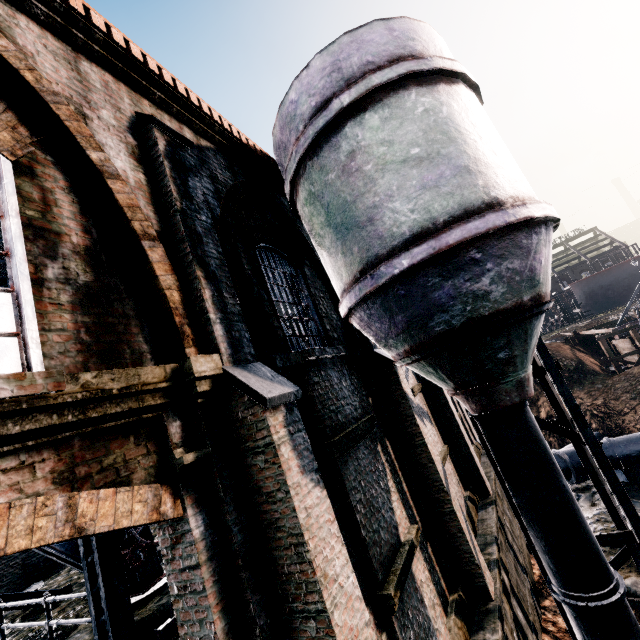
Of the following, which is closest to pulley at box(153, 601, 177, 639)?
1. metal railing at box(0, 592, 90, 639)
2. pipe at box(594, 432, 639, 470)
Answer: metal railing at box(0, 592, 90, 639)

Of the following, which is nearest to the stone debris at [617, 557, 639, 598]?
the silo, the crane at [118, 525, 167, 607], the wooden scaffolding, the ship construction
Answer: the silo

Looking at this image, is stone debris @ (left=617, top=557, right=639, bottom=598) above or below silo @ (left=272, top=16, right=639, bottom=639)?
below

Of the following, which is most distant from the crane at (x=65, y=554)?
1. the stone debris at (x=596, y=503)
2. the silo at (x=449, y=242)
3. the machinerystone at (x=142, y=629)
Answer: the stone debris at (x=596, y=503)

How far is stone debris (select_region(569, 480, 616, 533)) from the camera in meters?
15.4

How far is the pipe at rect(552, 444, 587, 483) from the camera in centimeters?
1944cm

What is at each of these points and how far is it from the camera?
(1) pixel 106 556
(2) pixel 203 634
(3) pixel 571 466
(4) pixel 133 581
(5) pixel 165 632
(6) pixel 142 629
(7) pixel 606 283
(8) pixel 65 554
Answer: (1) truss, 6.0m
(2) building, 3.2m
(3) pipe, 19.4m
(4) crane, 7.4m
(5) pulley, 6.0m
(6) machinerystone, 6.4m
(7) ship construction, 55.5m
(8) crane, 6.6m

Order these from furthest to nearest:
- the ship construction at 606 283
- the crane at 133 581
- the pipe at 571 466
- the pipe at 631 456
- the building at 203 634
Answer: the ship construction at 606 283 → the pipe at 571 466 → the pipe at 631 456 → the crane at 133 581 → the building at 203 634
